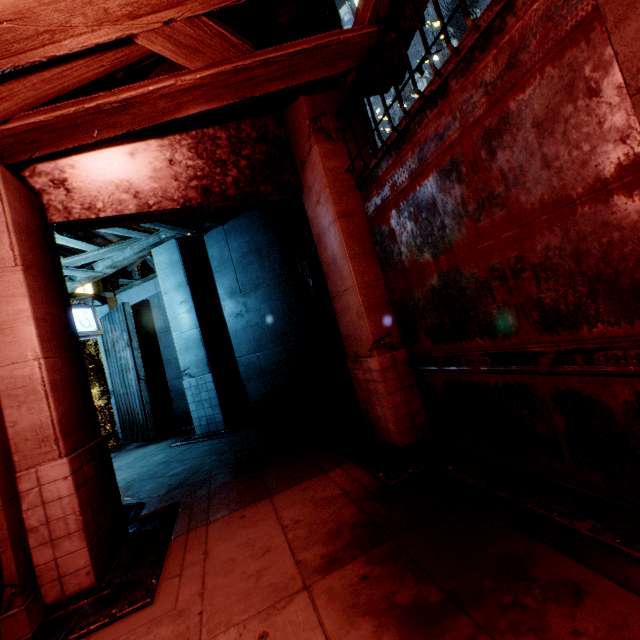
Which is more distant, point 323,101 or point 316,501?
point 323,101

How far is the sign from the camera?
10.7 meters

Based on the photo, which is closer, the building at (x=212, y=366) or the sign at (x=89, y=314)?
the building at (x=212, y=366)

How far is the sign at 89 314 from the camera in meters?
10.7 m

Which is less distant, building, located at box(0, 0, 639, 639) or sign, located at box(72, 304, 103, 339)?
building, located at box(0, 0, 639, 639)
